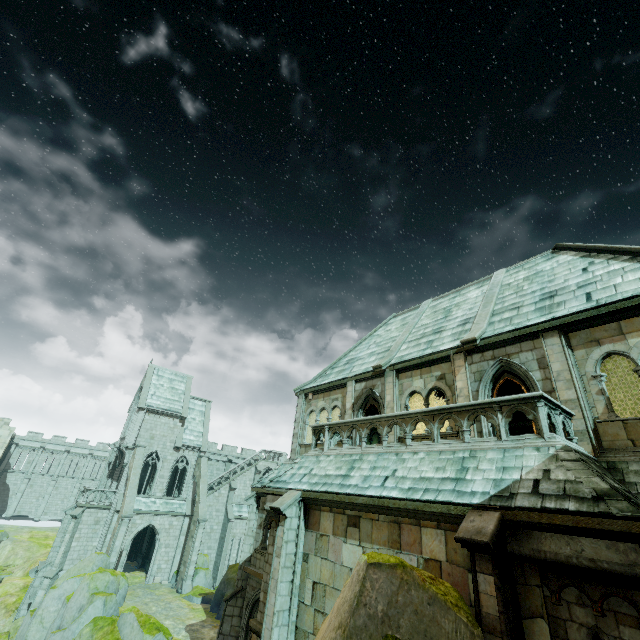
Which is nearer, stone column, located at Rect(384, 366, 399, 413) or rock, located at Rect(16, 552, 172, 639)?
stone column, located at Rect(384, 366, 399, 413)

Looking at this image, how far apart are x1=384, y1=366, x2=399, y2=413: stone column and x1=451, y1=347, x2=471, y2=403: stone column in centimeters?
252cm

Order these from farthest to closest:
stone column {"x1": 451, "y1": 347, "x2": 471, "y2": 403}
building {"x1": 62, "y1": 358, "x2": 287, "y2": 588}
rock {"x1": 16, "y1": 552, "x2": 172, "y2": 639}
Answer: building {"x1": 62, "y1": 358, "x2": 287, "y2": 588} < rock {"x1": 16, "y1": 552, "x2": 172, "y2": 639} < stone column {"x1": 451, "y1": 347, "x2": 471, "y2": 403}

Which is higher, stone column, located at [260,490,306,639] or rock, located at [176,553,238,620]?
stone column, located at [260,490,306,639]

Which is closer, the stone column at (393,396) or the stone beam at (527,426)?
the stone column at (393,396)

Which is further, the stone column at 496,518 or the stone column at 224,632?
the stone column at 224,632

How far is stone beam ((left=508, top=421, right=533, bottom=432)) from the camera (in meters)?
20.83

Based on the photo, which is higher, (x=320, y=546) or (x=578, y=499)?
(x=578, y=499)
